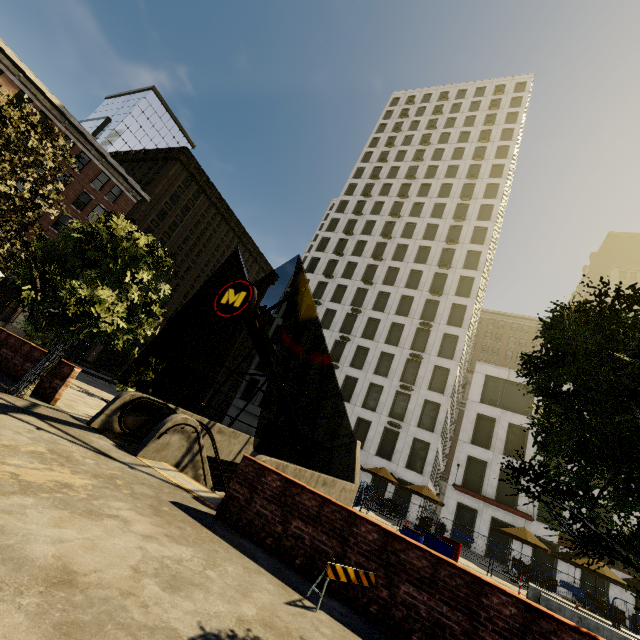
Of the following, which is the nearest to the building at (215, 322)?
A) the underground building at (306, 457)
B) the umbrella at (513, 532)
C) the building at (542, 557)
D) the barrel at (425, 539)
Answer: the building at (542, 557)

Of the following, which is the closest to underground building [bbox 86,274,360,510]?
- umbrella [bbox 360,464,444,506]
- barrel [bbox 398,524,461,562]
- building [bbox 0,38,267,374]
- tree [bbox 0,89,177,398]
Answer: tree [bbox 0,89,177,398]

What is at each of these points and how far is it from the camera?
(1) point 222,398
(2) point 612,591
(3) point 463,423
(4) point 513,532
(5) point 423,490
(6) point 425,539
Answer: (1) building, 57.09m
(2) building, 22.25m
(3) building, 30.34m
(4) umbrella, 18.97m
(5) umbrella, 21.45m
(6) barrel, 10.80m

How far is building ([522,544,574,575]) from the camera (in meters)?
23.44

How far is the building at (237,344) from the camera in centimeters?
5184cm

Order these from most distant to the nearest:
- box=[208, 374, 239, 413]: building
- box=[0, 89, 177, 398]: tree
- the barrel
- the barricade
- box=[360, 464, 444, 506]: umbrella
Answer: box=[208, 374, 239, 413]: building < box=[360, 464, 444, 506]: umbrella < the barrel < box=[0, 89, 177, 398]: tree < the barricade

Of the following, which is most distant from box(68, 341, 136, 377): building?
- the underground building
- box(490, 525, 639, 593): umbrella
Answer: the underground building

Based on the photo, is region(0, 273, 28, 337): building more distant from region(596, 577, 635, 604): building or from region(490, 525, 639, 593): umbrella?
region(490, 525, 639, 593): umbrella
